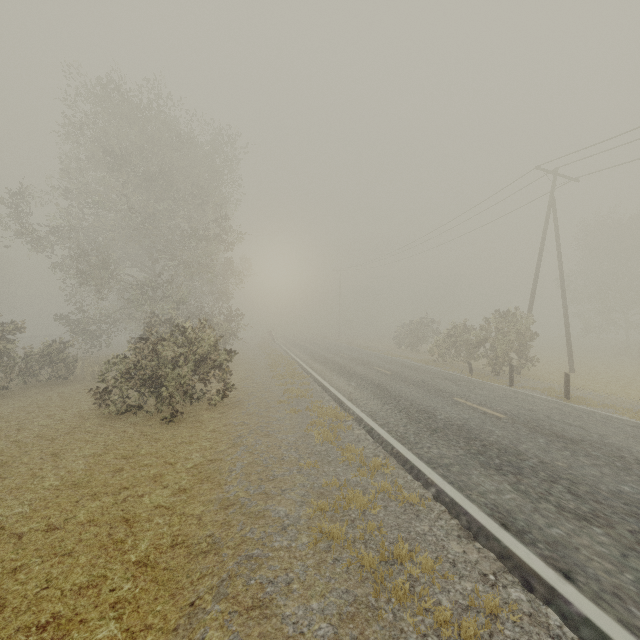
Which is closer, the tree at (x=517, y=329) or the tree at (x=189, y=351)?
the tree at (x=189, y=351)

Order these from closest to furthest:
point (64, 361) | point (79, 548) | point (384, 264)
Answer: point (79, 548) → point (64, 361) → point (384, 264)

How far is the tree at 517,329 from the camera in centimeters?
1681cm

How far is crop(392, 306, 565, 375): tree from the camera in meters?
16.8 m

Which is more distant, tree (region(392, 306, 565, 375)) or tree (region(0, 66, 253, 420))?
tree (region(392, 306, 565, 375))
